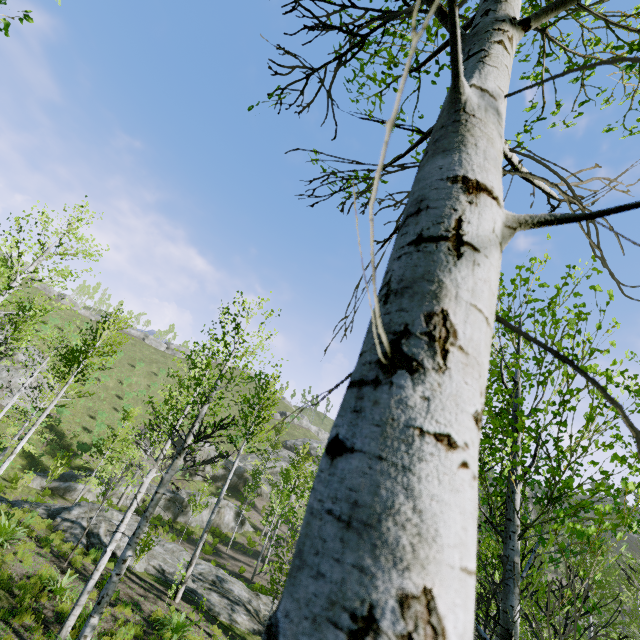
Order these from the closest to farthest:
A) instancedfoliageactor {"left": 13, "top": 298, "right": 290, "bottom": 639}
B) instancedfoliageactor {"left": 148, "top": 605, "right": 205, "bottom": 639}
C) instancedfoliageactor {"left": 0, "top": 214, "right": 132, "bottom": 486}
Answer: instancedfoliageactor {"left": 13, "top": 298, "right": 290, "bottom": 639}
instancedfoliageactor {"left": 0, "top": 214, "right": 132, "bottom": 486}
instancedfoliageactor {"left": 148, "top": 605, "right": 205, "bottom": 639}

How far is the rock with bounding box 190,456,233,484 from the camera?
39.1m

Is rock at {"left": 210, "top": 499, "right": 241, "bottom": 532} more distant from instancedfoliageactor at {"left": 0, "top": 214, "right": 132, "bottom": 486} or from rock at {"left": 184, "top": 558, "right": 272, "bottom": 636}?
rock at {"left": 184, "top": 558, "right": 272, "bottom": 636}

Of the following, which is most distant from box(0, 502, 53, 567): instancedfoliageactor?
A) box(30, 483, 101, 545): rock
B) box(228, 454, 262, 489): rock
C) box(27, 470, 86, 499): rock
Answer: box(228, 454, 262, 489): rock

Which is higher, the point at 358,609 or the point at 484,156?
the point at 484,156

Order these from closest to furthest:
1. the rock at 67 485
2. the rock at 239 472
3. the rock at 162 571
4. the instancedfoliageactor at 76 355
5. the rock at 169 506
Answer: the instancedfoliageactor at 76 355, the rock at 162 571, the rock at 67 485, the rock at 169 506, the rock at 239 472

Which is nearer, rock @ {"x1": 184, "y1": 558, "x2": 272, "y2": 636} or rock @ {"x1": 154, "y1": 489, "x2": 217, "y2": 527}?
rock @ {"x1": 184, "y1": 558, "x2": 272, "y2": 636}

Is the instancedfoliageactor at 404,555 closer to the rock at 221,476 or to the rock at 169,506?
the rock at 169,506
